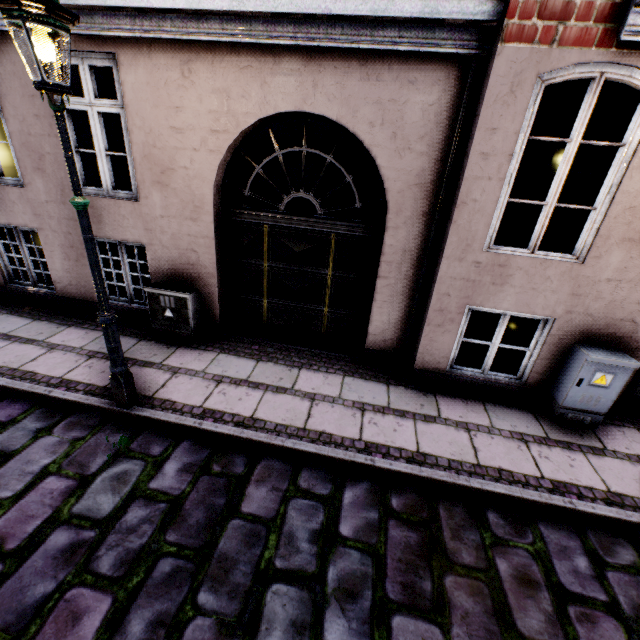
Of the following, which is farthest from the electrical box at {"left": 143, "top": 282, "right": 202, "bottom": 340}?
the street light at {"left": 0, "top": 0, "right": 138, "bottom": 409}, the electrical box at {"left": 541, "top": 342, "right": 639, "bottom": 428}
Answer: the electrical box at {"left": 541, "top": 342, "right": 639, "bottom": 428}

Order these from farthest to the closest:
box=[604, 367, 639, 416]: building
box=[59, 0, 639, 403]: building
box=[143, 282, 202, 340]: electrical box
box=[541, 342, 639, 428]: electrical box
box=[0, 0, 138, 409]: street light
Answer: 1. box=[143, 282, 202, 340]: electrical box
2. box=[604, 367, 639, 416]: building
3. box=[541, 342, 639, 428]: electrical box
4. box=[59, 0, 639, 403]: building
5. box=[0, 0, 138, 409]: street light

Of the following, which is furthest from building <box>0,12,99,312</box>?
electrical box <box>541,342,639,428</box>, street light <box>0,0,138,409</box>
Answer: street light <box>0,0,138,409</box>

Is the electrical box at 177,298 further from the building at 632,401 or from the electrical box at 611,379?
the electrical box at 611,379

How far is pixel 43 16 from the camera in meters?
2.2 m

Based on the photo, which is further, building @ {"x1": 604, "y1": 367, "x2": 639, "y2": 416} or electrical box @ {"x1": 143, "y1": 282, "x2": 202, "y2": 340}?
electrical box @ {"x1": 143, "y1": 282, "x2": 202, "y2": 340}

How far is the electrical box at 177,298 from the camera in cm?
503
